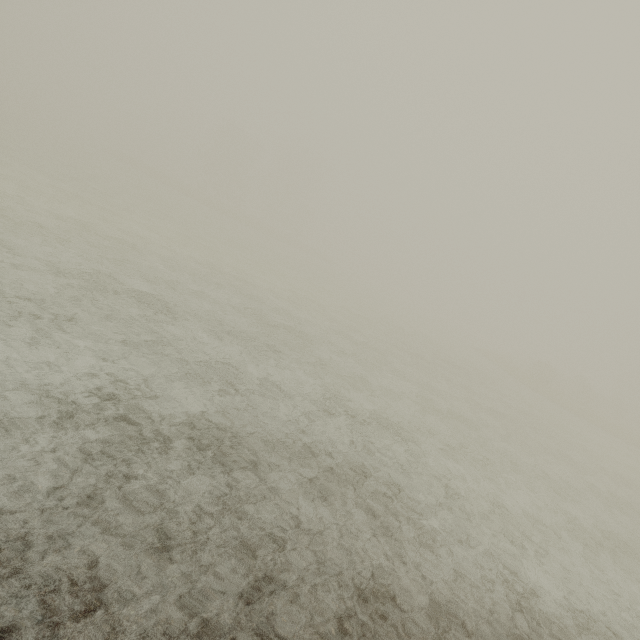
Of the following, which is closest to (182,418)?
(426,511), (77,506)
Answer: (77,506)
